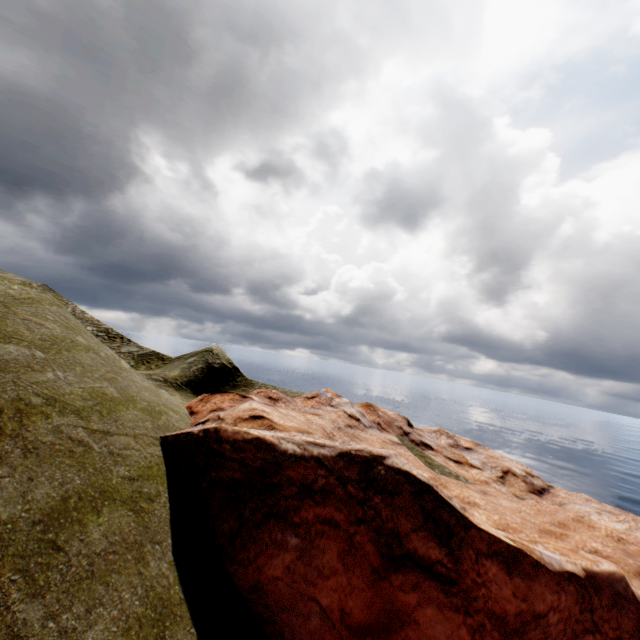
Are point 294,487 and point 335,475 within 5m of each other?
yes
